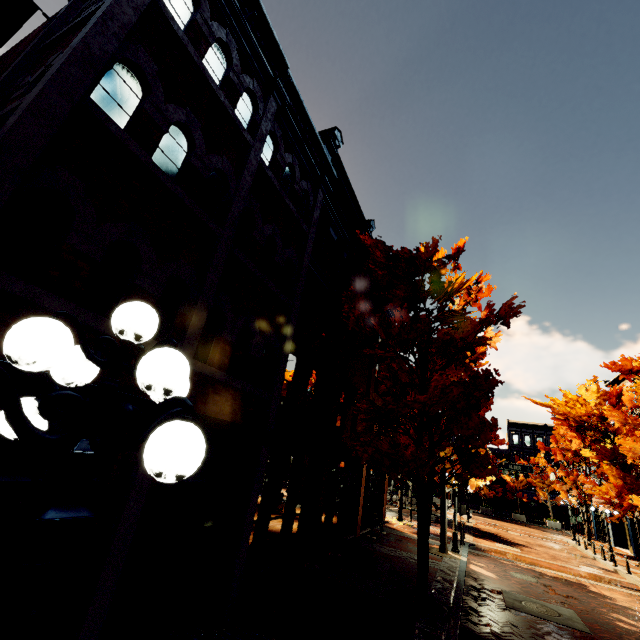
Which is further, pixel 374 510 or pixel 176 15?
pixel 374 510

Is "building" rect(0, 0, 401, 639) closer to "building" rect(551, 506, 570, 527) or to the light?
the light

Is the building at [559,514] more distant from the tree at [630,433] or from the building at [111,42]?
the building at [111,42]

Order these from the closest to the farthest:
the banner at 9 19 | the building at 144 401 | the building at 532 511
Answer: the building at 144 401 → the banner at 9 19 → the building at 532 511

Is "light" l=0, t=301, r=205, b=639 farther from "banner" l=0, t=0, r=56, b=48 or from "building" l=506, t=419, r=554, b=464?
"building" l=506, t=419, r=554, b=464

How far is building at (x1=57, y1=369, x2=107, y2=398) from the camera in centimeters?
375cm

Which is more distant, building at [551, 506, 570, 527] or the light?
building at [551, 506, 570, 527]

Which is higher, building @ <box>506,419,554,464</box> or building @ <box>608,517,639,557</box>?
building @ <box>506,419,554,464</box>
